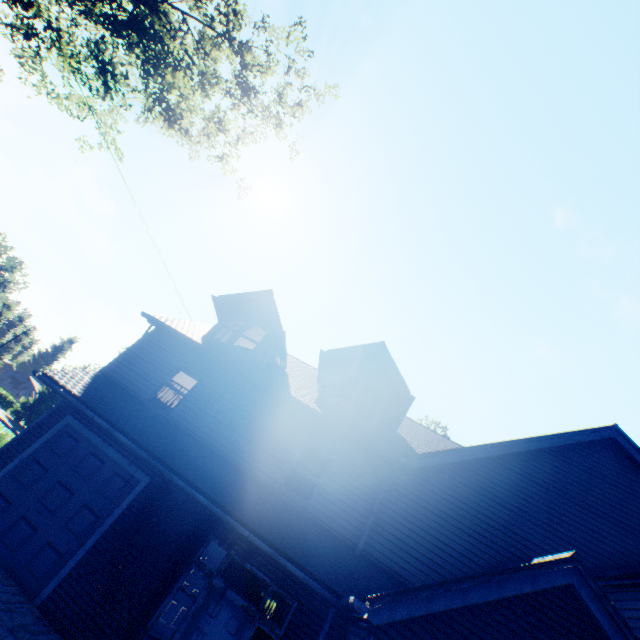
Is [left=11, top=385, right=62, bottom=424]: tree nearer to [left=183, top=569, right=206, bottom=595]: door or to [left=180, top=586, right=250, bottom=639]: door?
[left=180, top=586, right=250, bottom=639]: door

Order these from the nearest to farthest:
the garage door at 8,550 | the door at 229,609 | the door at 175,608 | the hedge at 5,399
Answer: the door at 229,609 → the garage door at 8,550 → the door at 175,608 → the hedge at 5,399

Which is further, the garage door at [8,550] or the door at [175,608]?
the door at [175,608]

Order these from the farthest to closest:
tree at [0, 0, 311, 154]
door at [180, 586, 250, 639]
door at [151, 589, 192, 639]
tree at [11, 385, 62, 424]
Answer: tree at [11, 385, 62, 424], door at [151, 589, 192, 639], tree at [0, 0, 311, 154], door at [180, 586, 250, 639]

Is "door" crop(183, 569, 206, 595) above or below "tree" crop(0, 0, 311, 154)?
below

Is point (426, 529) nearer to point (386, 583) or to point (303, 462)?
point (386, 583)

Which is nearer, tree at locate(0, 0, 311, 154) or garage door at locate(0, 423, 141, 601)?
garage door at locate(0, 423, 141, 601)

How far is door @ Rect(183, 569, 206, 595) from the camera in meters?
11.0 m
